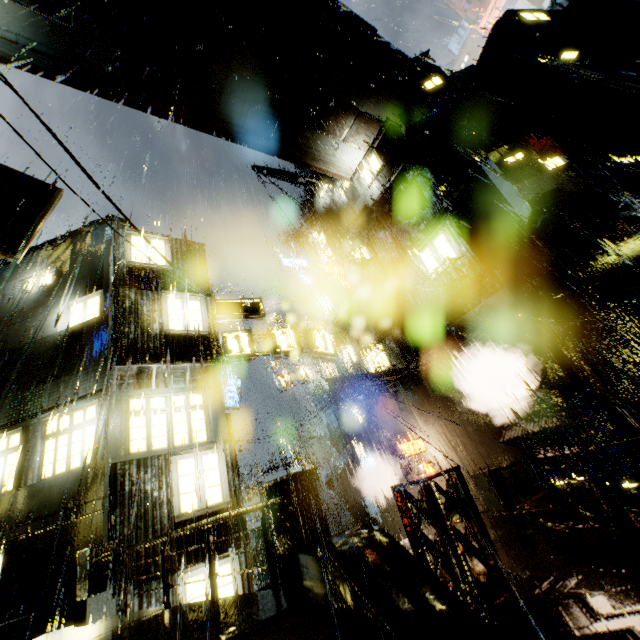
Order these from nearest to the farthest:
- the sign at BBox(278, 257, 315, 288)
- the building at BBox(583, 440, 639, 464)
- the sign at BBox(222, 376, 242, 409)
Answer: the building at BBox(583, 440, 639, 464)
the sign at BBox(222, 376, 242, 409)
the sign at BBox(278, 257, 315, 288)

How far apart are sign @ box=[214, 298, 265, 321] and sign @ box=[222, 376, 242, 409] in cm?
962

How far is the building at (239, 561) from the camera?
9.14m

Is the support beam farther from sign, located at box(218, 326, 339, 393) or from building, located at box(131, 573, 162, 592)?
sign, located at box(218, 326, 339, 393)

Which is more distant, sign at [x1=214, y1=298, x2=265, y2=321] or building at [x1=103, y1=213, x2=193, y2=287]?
sign at [x1=214, y1=298, x2=265, y2=321]

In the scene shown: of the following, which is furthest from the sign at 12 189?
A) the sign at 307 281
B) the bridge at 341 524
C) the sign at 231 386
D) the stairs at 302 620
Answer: the bridge at 341 524

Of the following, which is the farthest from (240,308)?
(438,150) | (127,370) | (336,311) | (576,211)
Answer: (576,211)

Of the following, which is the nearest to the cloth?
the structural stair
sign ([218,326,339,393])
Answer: sign ([218,326,339,393])
